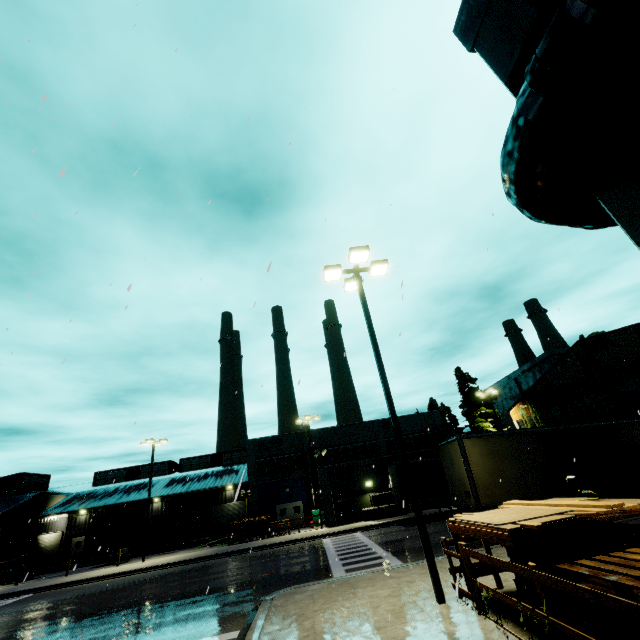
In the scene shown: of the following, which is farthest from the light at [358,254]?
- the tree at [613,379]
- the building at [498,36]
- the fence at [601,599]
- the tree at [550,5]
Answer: the tree at [613,379]

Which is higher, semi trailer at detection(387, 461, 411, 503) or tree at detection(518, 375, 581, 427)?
tree at detection(518, 375, 581, 427)

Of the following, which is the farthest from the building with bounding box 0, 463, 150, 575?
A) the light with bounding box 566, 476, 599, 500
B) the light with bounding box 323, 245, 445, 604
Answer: the light with bounding box 323, 245, 445, 604

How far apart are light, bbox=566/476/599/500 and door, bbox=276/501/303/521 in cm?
3482

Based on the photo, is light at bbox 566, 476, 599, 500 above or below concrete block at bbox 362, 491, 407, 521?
above

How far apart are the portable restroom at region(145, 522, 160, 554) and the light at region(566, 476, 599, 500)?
42.8 meters

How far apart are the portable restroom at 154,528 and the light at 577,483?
42.8 meters

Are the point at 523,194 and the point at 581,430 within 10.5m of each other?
no
